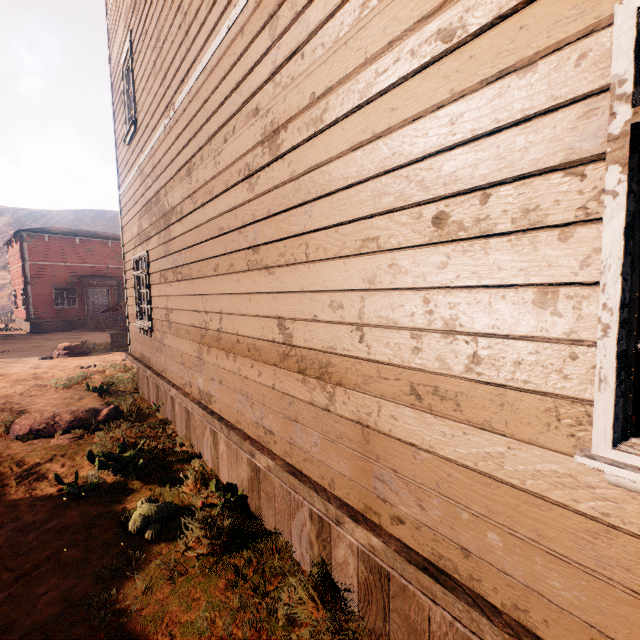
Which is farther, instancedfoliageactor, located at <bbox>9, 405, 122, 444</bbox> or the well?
the well

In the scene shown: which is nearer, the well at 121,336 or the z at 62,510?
the z at 62,510

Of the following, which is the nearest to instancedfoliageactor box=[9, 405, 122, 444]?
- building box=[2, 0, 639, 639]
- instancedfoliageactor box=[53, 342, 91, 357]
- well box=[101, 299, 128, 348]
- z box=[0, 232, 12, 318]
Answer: z box=[0, 232, 12, 318]

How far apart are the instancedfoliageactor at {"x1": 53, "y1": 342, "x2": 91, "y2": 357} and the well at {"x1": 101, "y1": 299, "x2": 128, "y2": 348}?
0.7 meters

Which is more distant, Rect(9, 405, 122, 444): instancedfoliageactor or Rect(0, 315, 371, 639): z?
Rect(9, 405, 122, 444): instancedfoliageactor

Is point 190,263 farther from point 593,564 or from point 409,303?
point 593,564

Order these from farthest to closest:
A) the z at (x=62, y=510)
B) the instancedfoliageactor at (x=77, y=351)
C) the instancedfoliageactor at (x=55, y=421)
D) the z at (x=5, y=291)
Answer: the z at (x=5, y=291) → the instancedfoliageactor at (x=77, y=351) → the instancedfoliageactor at (x=55, y=421) → the z at (x=62, y=510)

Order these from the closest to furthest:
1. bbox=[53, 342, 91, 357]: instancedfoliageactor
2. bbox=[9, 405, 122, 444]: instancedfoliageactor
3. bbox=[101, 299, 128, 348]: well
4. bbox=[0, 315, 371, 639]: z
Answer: bbox=[0, 315, 371, 639]: z → bbox=[9, 405, 122, 444]: instancedfoliageactor → bbox=[53, 342, 91, 357]: instancedfoliageactor → bbox=[101, 299, 128, 348]: well
